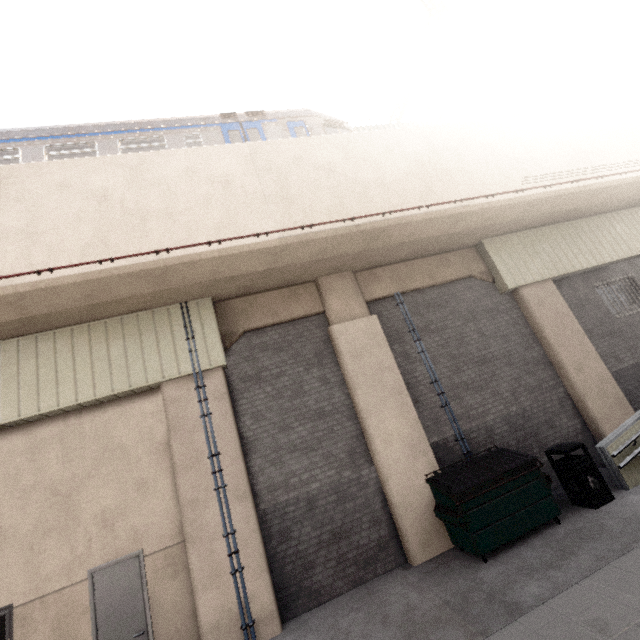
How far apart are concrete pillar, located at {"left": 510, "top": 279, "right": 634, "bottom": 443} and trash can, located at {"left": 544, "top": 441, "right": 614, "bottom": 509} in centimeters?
213cm

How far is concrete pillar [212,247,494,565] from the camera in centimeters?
703cm

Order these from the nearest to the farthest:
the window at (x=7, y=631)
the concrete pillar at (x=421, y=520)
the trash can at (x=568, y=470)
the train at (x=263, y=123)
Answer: the window at (x=7, y=631)
the trash can at (x=568, y=470)
the concrete pillar at (x=421, y=520)
the train at (x=263, y=123)

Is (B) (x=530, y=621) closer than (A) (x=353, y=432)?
Yes

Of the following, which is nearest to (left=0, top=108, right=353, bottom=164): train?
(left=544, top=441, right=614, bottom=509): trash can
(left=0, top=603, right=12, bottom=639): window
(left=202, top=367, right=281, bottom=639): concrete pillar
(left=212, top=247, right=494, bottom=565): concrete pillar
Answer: (left=212, top=247, right=494, bottom=565): concrete pillar

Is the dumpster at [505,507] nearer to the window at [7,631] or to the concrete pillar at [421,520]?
the concrete pillar at [421,520]

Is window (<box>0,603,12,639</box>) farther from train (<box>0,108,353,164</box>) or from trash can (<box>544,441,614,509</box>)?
trash can (<box>544,441,614,509</box>)

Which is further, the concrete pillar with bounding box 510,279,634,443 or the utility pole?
the concrete pillar with bounding box 510,279,634,443
